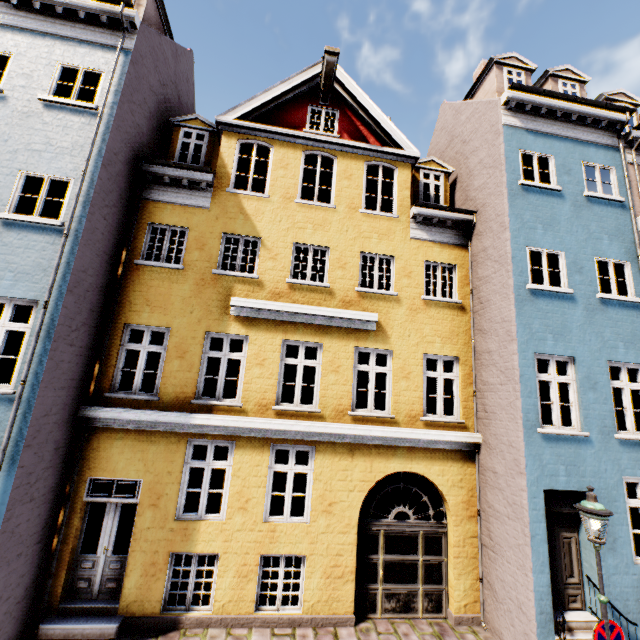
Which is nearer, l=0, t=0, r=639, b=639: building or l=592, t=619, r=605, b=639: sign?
l=592, t=619, r=605, b=639: sign

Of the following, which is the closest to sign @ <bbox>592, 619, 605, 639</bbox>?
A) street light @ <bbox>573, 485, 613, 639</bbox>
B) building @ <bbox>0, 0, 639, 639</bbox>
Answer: street light @ <bbox>573, 485, 613, 639</bbox>

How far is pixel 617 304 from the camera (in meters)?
8.36

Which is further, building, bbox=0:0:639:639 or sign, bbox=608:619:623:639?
building, bbox=0:0:639:639

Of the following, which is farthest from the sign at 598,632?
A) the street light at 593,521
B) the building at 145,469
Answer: the building at 145,469

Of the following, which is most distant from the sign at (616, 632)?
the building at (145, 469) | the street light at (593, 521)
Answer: the building at (145, 469)

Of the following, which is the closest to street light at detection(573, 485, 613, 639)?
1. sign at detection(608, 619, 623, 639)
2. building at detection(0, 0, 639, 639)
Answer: sign at detection(608, 619, 623, 639)
